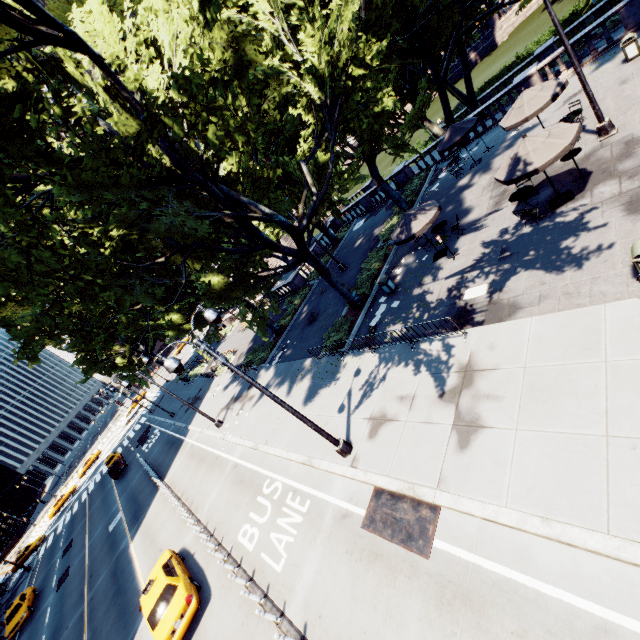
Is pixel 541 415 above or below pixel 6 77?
below

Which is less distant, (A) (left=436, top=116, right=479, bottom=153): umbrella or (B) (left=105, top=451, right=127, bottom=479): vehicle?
(A) (left=436, top=116, right=479, bottom=153): umbrella

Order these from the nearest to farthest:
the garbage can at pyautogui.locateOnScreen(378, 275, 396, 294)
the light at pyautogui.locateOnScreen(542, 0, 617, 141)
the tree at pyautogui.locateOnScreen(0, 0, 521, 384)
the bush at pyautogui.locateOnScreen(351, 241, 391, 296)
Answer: the tree at pyautogui.locateOnScreen(0, 0, 521, 384) → the light at pyautogui.locateOnScreen(542, 0, 617, 141) → the garbage can at pyautogui.locateOnScreen(378, 275, 396, 294) → the bush at pyautogui.locateOnScreen(351, 241, 391, 296)

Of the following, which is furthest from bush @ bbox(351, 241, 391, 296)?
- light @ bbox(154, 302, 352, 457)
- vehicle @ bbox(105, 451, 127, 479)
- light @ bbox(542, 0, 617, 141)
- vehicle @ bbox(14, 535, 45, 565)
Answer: vehicle @ bbox(14, 535, 45, 565)

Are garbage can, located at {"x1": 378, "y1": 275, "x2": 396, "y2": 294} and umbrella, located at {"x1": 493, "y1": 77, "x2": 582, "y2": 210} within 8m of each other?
yes

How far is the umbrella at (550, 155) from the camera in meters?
10.9 m

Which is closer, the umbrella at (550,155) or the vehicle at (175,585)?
the umbrella at (550,155)

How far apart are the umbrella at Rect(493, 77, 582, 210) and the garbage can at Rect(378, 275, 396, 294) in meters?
6.6 m
